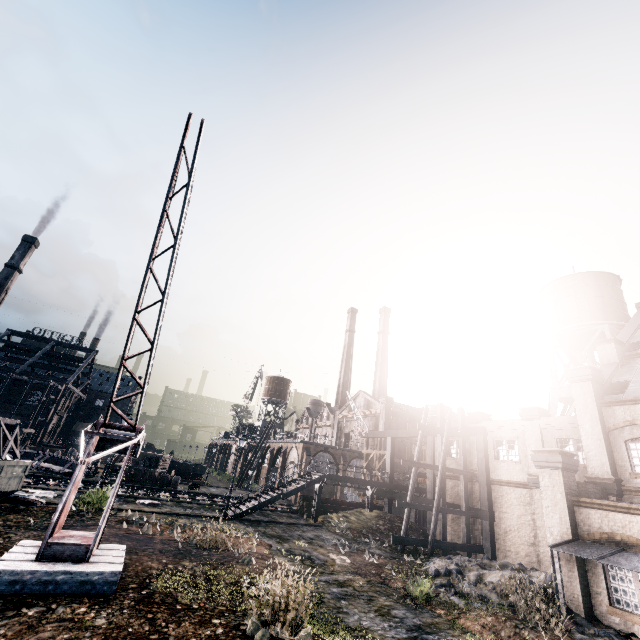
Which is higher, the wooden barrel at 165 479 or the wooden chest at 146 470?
the wooden chest at 146 470

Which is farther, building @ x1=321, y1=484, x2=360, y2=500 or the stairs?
building @ x1=321, y1=484, x2=360, y2=500

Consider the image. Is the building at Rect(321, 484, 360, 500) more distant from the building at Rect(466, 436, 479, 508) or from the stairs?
the stairs

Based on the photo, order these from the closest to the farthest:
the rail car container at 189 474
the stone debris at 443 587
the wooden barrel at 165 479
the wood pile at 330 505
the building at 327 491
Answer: the stone debris at 443 587, the wood pile at 330 505, the wooden barrel at 165 479, the building at 327 491, the rail car container at 189 474

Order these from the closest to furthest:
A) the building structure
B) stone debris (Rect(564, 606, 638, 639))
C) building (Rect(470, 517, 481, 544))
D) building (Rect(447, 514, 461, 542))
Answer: stone debris (Rect(564, 606, 638, 639)) < the building structure < building (Rect(470, 517, 481, 544)) < building (Rect(447, 514, 461, 542))

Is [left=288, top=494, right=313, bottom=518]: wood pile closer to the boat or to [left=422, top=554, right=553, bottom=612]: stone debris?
[left=422, top=554, right=553, bottom=612]: stone debris

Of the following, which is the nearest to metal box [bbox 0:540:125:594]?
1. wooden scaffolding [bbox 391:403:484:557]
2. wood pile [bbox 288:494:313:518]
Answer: wooden scaffolding [bbox 391:403:484:557]

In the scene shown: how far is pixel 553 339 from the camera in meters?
34.1 m
